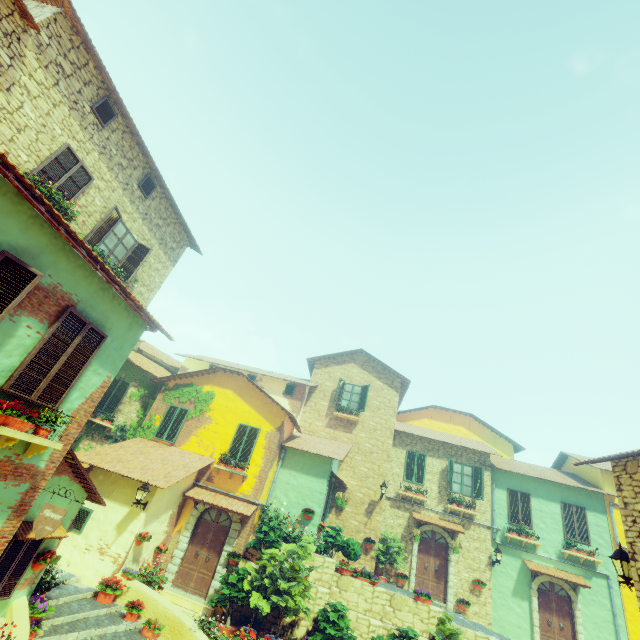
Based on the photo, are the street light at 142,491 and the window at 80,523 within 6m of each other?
yes

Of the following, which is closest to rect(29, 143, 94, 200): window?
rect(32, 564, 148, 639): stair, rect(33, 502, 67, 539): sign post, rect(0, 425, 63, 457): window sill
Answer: rect(0, 425, 63, 457): window sill

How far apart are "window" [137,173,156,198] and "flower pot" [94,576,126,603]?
12.50m

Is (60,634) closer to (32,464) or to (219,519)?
(32,464)

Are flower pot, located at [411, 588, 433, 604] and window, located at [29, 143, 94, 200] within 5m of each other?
no

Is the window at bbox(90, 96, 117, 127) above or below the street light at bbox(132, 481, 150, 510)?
above

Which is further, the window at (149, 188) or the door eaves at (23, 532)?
the window at (149, 188)

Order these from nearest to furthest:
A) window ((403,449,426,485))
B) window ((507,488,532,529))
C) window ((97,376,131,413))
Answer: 1. window ((97,376,131,413))
2. window ((507,488,532,529))
3. window ((403,449,426,485))
